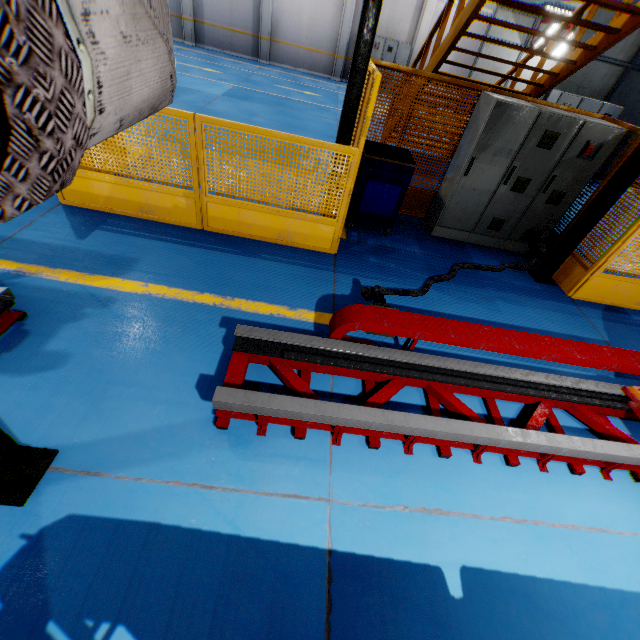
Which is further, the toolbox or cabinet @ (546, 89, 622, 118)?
cabinet @ (546, 89, 622, 118)

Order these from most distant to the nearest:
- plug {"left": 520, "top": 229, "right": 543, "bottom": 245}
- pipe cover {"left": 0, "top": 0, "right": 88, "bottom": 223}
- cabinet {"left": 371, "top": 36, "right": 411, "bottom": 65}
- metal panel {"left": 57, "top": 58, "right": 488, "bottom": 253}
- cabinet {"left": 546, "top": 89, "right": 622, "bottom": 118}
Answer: cabinet {"left": 371, "top": 36, "right": 411, "bottom": 65} < cabinet {"left": 546, "top": 89, "right": 622, "bottom": 118} < plug {"left": 520, "top": 229, "right": 543, "bottom": 245} < metal panel {"left": 57, "top": 58, "right": 488, "bottom": 253} < pipe cover {"left": 0, "top": 0, "right": 88, "bottom": 223}

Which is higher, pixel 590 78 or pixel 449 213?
pixel 590 78

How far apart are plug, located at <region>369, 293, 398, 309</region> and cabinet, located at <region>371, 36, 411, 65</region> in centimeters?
1902cm

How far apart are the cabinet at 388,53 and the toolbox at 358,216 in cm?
1582

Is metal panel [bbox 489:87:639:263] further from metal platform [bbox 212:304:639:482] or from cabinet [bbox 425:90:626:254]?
metal platform [bbox 212:304:639:482]

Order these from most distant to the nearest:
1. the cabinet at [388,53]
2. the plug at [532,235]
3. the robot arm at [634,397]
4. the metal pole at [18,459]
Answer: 1. the cabinet at [388,53]
2. the plug at [532,235]
3. the robot arm at [634,397]
4. the metal pole at [18,459]

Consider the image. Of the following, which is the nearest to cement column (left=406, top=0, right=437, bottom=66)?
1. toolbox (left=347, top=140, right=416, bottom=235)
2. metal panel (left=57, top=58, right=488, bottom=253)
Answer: metal panel (left=57, top=58, right=488, bottom=253)
